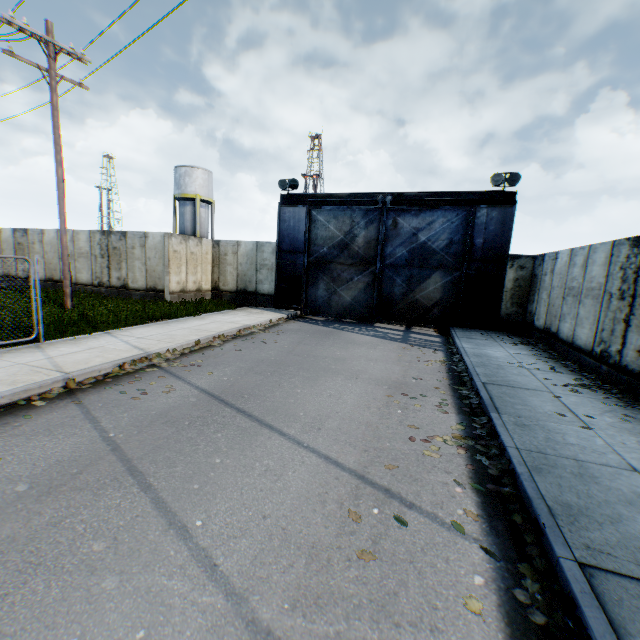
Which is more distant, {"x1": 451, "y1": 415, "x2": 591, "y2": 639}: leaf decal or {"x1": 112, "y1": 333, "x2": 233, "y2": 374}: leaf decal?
{"x1": 112, "y1": 333, "x2": 233, "y2": 374}: leaf decal

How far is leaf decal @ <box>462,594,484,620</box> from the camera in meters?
2.4

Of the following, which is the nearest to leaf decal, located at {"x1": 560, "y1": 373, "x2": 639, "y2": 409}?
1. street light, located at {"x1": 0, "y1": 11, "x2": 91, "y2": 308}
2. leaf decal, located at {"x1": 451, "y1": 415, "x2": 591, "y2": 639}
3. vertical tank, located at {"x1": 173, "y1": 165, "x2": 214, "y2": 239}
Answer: leaf decal, located at {"x1": 451, "y1": 415, "x2": 591, "y2": 639}

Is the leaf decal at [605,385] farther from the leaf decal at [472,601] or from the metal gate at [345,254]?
the metal gate at [345,254]

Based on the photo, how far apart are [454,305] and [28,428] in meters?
15.0 m

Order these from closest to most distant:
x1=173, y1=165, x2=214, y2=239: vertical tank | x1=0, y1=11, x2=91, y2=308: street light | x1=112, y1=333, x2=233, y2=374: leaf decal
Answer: x1=112, y1=333, x2=233, y2=374: leaf decal → x1=0, y1=11, x2=91, y2=308: street light → x1=173, y1=165, x2=214, y2=239: vertical tank

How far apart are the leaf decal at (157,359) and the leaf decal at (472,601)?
5.3m

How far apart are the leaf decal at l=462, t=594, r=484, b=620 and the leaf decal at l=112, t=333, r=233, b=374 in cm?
526
